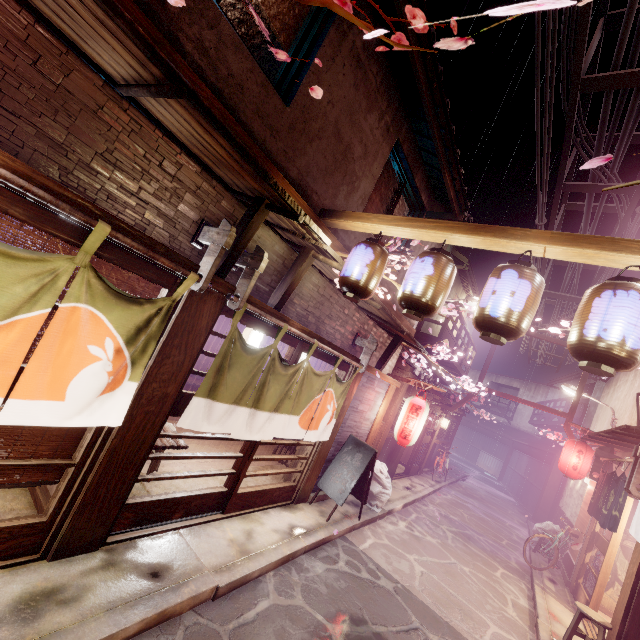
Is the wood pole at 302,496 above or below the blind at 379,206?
below

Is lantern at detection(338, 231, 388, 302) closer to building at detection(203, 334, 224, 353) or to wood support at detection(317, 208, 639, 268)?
wood support at detection(317, 208, 639, 268)

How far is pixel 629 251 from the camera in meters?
4.7 m

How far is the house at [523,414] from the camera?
35.2m

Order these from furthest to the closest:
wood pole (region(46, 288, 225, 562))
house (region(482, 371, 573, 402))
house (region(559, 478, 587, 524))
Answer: house (region(482, 371, 573, 402)), house (region(559, 478, 587, 524)), wood pole (region(46, 288, 225, 562))

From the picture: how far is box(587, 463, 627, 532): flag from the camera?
10.9m

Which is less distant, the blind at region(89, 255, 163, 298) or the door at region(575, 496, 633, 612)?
the blind at region(89, 255, 163, 298)

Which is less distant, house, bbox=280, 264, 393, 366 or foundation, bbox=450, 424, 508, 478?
house, bbox=280, 264, 393, 366
